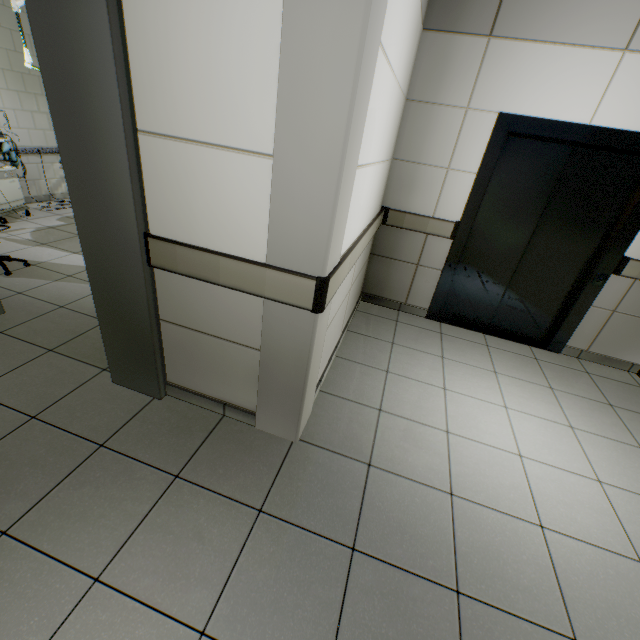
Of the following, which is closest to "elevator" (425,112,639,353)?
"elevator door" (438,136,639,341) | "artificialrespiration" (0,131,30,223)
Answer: "elevator door" (438,136,639,341)

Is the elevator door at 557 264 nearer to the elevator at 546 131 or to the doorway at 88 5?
the elevator at 546 131

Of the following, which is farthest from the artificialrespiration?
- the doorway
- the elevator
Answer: the elevator

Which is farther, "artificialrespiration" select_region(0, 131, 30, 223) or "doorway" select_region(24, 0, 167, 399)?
"artificialrespiration" select_region(0, 131, 30, 223)

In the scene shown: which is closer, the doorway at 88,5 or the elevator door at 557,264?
the doorway at 88,5

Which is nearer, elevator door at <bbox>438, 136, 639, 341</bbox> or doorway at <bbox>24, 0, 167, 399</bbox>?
doorway at <bbox>24, 0, 167, 399</bbox>

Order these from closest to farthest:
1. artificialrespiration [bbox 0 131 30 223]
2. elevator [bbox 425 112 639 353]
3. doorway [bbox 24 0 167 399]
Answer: doorway [bbox 24 0 167 399] → elevator [bbox 425 112 639 353] → artificialrespiration [bbox 0 131 30 223]

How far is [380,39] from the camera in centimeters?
127cm
